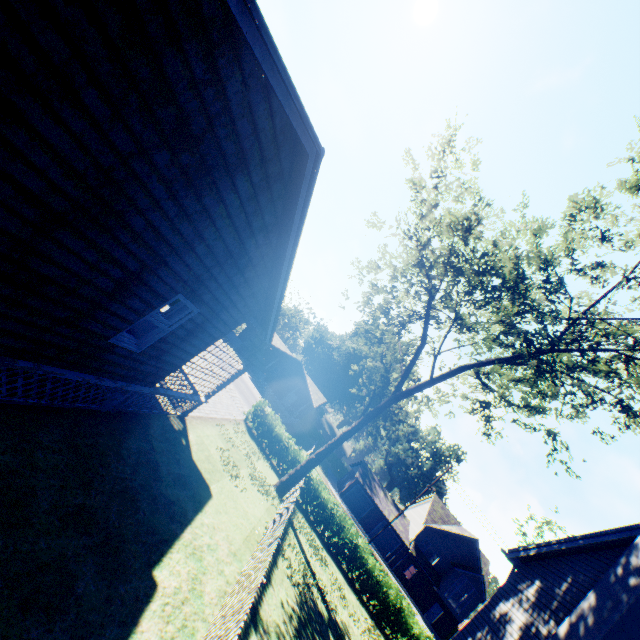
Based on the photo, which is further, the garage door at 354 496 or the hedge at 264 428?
the garage door at 354 496

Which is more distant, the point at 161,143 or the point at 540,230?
the point at 540,230

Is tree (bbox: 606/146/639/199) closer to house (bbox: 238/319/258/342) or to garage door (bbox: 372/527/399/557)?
garage door (bbox: 372/527/399/557)

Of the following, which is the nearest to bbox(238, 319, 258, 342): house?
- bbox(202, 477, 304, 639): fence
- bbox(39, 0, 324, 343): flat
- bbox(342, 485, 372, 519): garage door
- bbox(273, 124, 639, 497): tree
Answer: bbox(342, 485, 372, 519): garage door

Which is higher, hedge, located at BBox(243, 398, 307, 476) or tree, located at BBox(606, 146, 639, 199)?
tree, located at BBox(606, 146, 639, 199)

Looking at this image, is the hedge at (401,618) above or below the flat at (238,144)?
below

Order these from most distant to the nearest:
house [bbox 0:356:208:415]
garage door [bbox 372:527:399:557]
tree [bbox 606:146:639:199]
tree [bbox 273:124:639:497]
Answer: garage door [bbox 372:527:399:557] → tree [bbox 273:124:639:497] → tree [bbox 606:146:639:199] → house [bbox 0:356:208:415]

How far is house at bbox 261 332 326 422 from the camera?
43.8 meters
